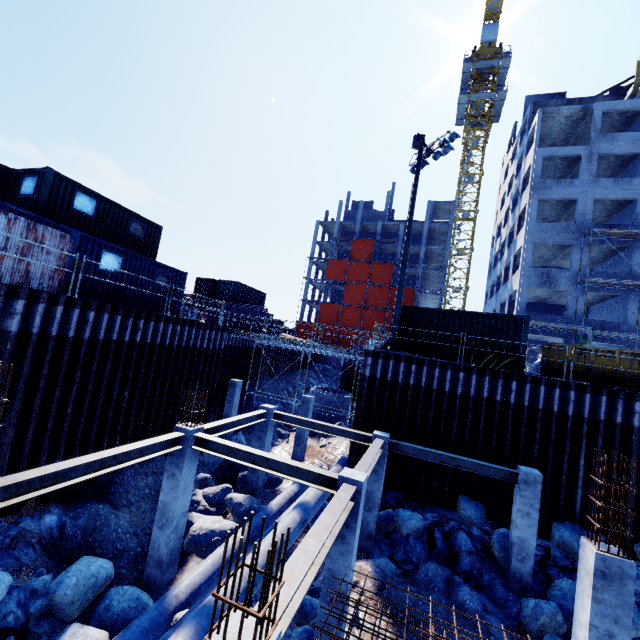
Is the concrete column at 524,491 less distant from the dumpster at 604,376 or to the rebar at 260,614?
the dumpster at 604,376

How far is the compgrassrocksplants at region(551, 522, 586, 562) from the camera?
11.0 meters

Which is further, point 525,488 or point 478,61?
point 478,61

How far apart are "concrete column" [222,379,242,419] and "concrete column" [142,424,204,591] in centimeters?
1033cm

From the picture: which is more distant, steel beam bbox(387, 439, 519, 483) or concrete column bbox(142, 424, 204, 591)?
steel beam bbox(387, 439, 519, 483)

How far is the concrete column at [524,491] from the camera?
10.25m

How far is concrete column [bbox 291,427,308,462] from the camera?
18.23m

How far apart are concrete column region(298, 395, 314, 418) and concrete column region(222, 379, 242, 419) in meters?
4.4 m
